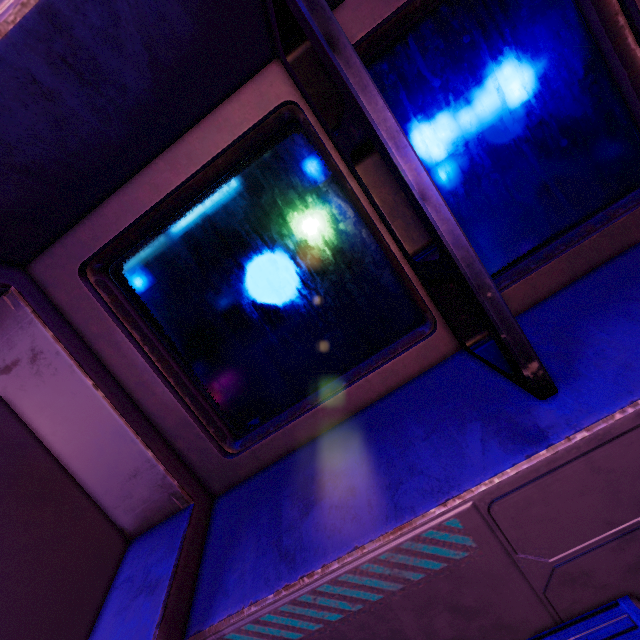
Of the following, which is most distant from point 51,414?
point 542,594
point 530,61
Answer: point 530,61
